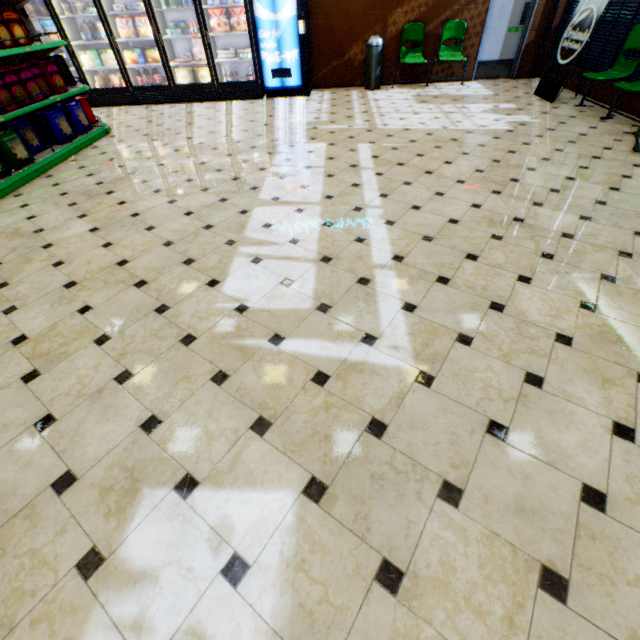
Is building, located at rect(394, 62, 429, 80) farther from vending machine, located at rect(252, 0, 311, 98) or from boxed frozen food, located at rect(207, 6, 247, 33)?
boxed frozen food, located at rect(207, 6, 247, 33)

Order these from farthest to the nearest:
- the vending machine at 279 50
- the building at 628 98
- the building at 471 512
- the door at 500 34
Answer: the door at 500 34
the vending machine at 279 50
the building at 628 98
the building at 471 512

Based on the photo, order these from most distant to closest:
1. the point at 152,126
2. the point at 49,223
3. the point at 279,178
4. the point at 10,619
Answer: the point at 152,126, the point at 279,178, the point at 49,223, the point at 10,619

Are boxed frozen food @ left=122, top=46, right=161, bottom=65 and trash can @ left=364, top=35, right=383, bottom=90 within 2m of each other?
no

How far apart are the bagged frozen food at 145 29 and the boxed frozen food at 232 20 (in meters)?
1.68

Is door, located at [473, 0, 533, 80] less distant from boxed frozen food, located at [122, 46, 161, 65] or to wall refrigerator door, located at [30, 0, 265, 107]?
wall refrigerator door, located at [30, 0, 265, 107]

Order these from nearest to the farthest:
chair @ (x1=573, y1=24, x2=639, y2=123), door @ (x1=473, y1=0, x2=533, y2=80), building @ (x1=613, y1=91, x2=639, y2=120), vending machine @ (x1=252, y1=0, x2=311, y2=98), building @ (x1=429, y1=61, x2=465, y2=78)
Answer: chair @ (x1=573, y1=24, x2=639, y2=123) → building @ (x1=613, y1=91, x2=639, y2=120) → vending machine @ (x1=252, y1=0, x2=311, y2=98) → door @ (x1=473, y1=0, x2=533, y2=80) → building @ (x1=429, y1=61, x2=465, y2=78)

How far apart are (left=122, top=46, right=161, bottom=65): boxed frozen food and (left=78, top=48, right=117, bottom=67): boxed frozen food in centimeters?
63cm
